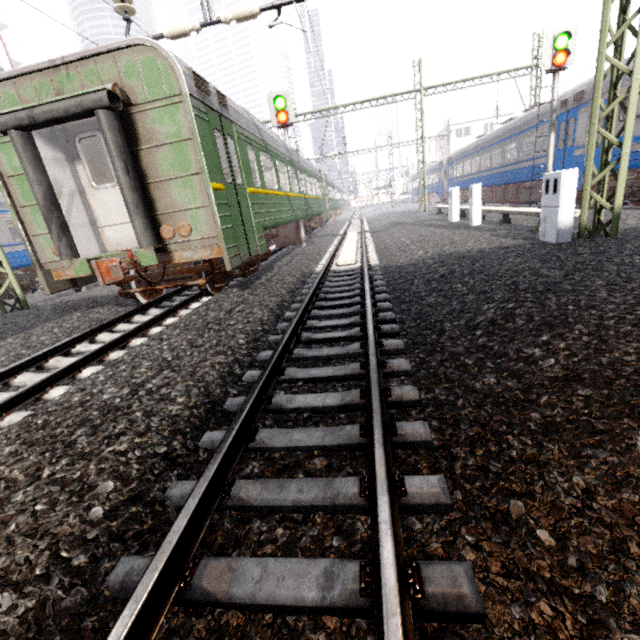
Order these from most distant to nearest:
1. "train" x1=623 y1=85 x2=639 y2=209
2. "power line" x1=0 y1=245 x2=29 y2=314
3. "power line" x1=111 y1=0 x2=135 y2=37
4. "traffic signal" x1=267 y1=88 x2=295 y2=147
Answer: "traffic signal" x1=267 y1=88 x2=295 y2=147 < "train" x1=623 y1=85 x2=639 y2=209 < "power line" x1=0 y1=245 x2=29 y2=314 < "power line" x1=111 y1=0 x2=135 y2=37

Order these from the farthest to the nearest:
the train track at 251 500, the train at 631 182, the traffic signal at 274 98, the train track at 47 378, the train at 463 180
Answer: the train at 463 180 → the traffic signal at 274 98 → the train at 631 182 → the train track at 47 378 → the train track at 251 500

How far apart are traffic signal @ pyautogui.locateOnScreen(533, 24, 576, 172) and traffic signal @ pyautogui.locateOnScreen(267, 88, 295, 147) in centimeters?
896cm

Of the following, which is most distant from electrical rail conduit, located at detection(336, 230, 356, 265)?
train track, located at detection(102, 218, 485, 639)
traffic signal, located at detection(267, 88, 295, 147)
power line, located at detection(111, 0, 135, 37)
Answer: power line, located at detection(111, 0, 135, 37)

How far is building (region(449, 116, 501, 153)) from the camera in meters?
49.0

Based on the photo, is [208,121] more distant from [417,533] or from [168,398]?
[417,533]

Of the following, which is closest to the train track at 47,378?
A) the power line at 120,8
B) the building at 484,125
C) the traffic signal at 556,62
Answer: the power line at 120,8

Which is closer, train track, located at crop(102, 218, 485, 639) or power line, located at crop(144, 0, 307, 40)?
train track, located at crop(102, 218, 485, 639)
